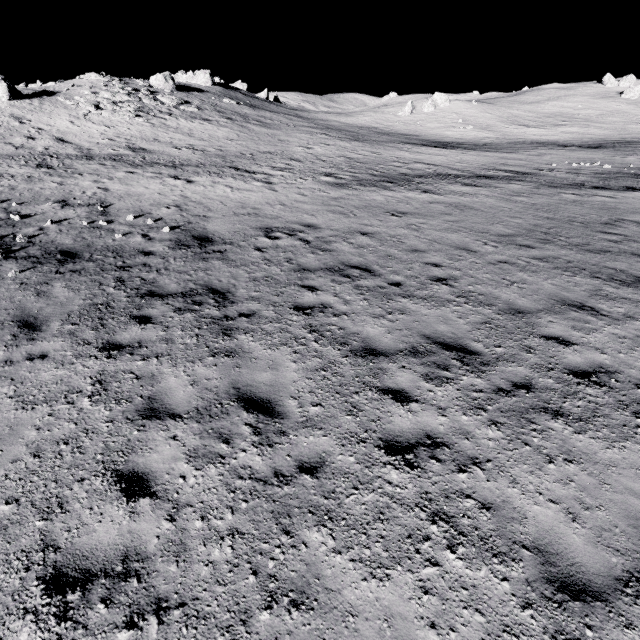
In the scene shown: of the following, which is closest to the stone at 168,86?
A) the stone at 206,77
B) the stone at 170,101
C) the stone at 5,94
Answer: the stone at 170,101

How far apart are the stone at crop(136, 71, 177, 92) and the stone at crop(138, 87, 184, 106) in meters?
6.1

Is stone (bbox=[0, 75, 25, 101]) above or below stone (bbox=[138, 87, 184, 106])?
above

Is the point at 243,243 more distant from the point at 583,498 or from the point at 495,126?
the point at 495,126

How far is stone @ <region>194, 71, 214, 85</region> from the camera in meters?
58.5 m

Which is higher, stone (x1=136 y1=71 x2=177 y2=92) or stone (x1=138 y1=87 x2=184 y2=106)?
stone (x1=136 y1=71 x2=177 y2=92)

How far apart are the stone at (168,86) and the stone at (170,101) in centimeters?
609cm

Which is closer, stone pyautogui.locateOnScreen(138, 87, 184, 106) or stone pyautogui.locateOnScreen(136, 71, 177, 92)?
stone pyautogui.locateOnScreen(138, 87, 184, 106)
